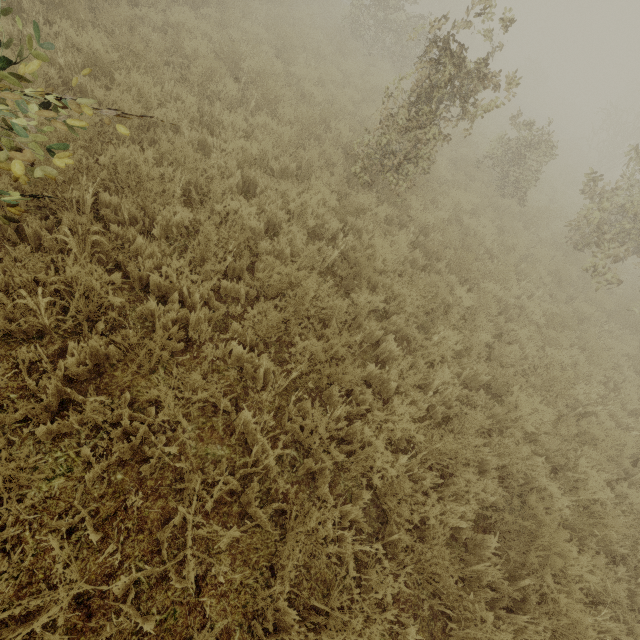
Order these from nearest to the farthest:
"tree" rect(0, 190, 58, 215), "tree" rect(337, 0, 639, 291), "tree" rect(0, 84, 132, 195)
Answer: "tree" rect(0, 84, 132, 195), "tree" rect(0, 190, 58, 215), "tree" rect(337, 0, 639, 291)

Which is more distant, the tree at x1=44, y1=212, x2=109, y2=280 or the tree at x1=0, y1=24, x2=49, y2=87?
the tree at x1=44, y1=212, x2=109, y2=280

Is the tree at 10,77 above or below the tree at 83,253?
above

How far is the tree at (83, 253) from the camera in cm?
275

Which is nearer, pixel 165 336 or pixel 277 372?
pixel 165 336

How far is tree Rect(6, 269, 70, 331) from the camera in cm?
247
